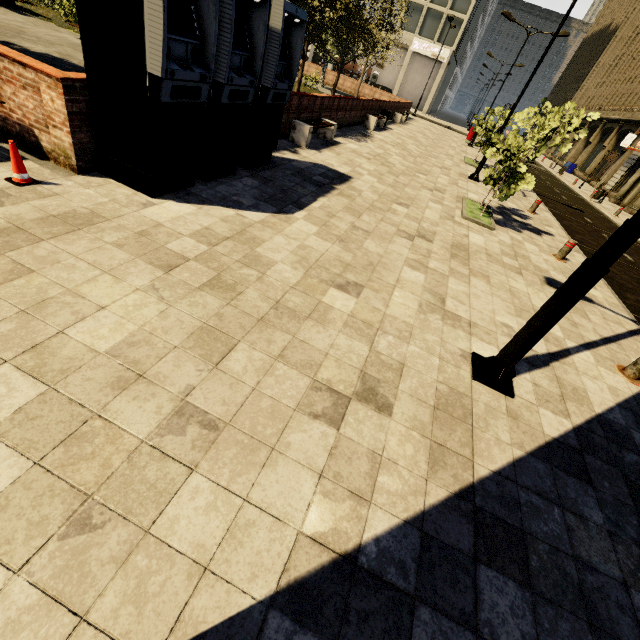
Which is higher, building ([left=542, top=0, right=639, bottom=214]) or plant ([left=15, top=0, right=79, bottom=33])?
building ([left=542, top=0, right=639, bottom=214])

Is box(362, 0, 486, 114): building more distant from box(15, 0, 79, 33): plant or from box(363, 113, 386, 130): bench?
box(15, 0, 79, 33): plant

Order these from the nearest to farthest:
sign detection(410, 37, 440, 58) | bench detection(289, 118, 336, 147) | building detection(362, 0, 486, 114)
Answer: bench detection(289, 118, 336, 147), building detection(362, 0, 486, 114), sign detection(410, 37, 440, 58)

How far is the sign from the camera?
39.7 meters

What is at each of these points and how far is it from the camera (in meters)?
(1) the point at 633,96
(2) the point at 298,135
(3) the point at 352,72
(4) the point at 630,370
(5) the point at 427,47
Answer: (1) building, 32.88
(2) bench, 9.96
(3) building, 57.22
(4) metal bar, 4.95
(5) sign, 39.97

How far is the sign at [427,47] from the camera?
39.72m

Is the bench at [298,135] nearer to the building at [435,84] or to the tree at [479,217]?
the tree at [479,217]

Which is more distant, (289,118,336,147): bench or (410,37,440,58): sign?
(410,37,440,58): sign
